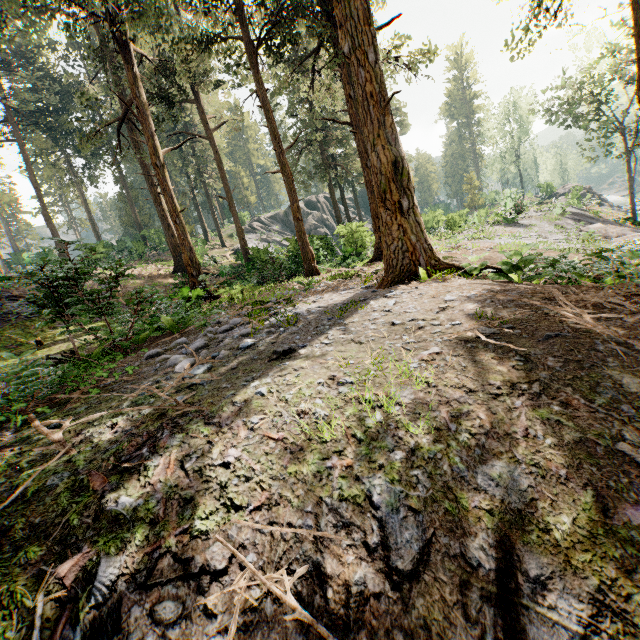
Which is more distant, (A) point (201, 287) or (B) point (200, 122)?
(B) point (200, 122)

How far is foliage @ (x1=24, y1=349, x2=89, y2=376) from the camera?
4.45m

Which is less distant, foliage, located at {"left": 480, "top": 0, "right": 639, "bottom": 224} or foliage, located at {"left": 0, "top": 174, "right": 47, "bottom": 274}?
foliage, located at {"left": 0, "top": 174, "right": 47, "bottom": 274}

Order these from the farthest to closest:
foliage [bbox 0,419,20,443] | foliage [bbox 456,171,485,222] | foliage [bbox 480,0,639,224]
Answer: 1. foliage [bbox 456,171,485,222]
2. foliage [bbox 480,0,639,224]
3. foliage [bbox 0,419,20,443]

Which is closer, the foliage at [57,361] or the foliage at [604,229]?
the foliage at [57,361]

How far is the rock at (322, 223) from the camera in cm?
2320

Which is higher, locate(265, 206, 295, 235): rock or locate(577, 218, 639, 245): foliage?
locate(265, 206, 295, 235): rock
